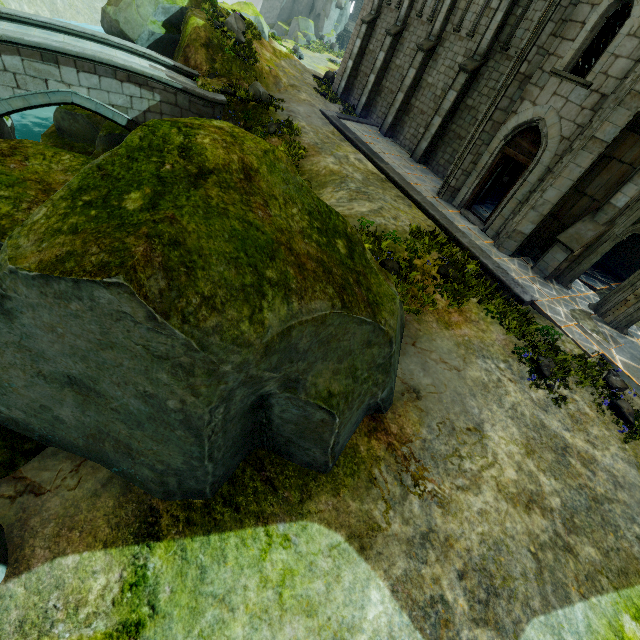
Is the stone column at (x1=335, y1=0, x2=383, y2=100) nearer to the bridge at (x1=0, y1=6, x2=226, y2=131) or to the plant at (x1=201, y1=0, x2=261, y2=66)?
the plant at (x1=201, y1=0, x2=261, y2=66)

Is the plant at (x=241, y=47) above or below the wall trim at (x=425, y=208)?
above

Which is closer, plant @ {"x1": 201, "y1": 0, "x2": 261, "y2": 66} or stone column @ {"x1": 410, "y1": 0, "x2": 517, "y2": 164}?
stone column @ {"x1": 410, "y1": 0, "x2": 517, "y2": 164}

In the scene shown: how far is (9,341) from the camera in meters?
3.5 m

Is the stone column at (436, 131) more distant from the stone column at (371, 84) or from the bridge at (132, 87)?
the bridge at (132, 87)

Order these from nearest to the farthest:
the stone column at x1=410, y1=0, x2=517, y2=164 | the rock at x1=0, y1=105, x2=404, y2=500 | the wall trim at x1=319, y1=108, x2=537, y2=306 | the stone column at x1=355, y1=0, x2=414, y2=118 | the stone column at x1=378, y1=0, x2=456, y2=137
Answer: the rock at x1=0, y1=105, x2=404, y2=500 < the wall trim at x1=319, y1=108, x2=537, y2=306 < the stone column at x1=410, y1=0, x2=517, y2=164 < the stone column at x1=378, y1=0, x2=456, y2=137 < the stone column at x1=355, y1=0, x2=414, y2=118

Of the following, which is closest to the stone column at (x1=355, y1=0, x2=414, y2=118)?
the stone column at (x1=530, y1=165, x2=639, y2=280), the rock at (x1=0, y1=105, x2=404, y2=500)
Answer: the rock at (x1=0, y1=105, x2=404, y2=500)

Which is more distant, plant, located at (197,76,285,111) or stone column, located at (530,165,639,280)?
plant, located at (197,76,285,111)
